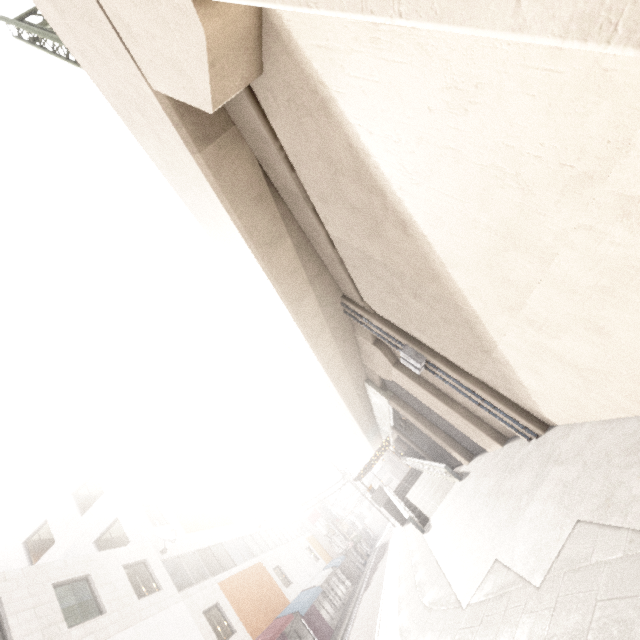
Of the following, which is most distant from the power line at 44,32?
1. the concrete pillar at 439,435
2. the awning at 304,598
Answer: the awning at 304,598

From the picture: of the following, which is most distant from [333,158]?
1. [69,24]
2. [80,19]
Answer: [69,24]

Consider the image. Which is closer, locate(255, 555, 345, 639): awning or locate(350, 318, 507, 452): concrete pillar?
locate(350, 318, 507, 452): concrete pillar

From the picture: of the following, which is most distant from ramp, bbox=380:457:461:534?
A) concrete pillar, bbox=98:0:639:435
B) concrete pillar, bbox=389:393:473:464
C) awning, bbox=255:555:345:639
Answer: awning, bbox=255:555:345:639

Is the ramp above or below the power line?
below

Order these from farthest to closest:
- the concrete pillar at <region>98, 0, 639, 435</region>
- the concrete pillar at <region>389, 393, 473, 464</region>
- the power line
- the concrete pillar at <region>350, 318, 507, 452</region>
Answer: the concrete pillar at <region>389, 393, 473, 464</region> < the concrete pillar at <region>350, 318, 507, 452</region> < the power line < the concrete pillar at <region>98, 0, 639, 435</region>

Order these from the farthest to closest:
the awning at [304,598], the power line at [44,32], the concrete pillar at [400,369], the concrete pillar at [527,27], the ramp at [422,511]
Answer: the ramp at [422,511], the awning at [304,598], the concrete pillar at [400,369], the power line at [44,32], the concrete pillar at [527,27]

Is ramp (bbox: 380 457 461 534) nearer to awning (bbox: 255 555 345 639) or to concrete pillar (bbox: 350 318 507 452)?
concrete pillar (bbox: 350 318 507 452)
